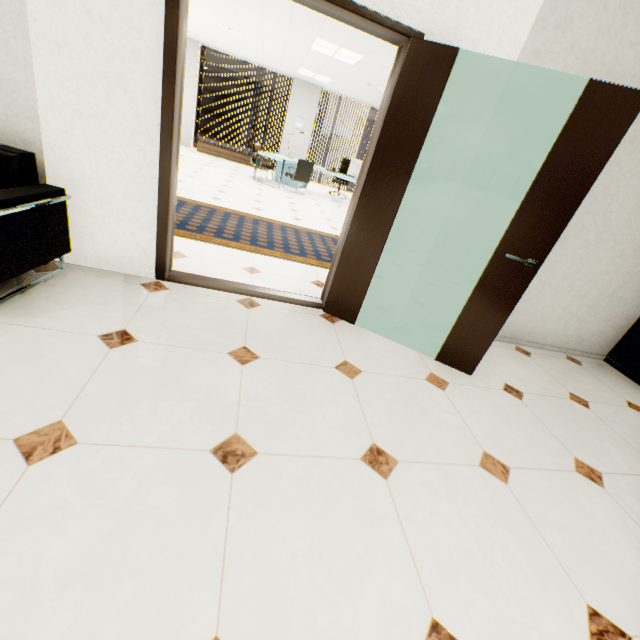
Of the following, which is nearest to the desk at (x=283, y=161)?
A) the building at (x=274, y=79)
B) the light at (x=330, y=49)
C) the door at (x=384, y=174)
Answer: the light at (x=330, y=49)

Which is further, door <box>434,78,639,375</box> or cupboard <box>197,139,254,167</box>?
cupboard <box>197,139,254,167</box>

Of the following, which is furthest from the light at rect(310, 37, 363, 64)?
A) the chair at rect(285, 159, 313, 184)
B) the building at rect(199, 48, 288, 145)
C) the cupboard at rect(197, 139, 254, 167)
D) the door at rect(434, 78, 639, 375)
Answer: the building at rect(199, 48, 288, 145)

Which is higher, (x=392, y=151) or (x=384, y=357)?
(x=392, y=151)

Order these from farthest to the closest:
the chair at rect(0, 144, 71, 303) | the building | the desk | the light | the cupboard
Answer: the building < the cupboard < the desk < the light < the chair at rect(0, 144, 71, 303)

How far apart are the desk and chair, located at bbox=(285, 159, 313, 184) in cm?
11

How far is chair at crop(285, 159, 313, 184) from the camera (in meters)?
8.48

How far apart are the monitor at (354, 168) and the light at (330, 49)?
2.25m
